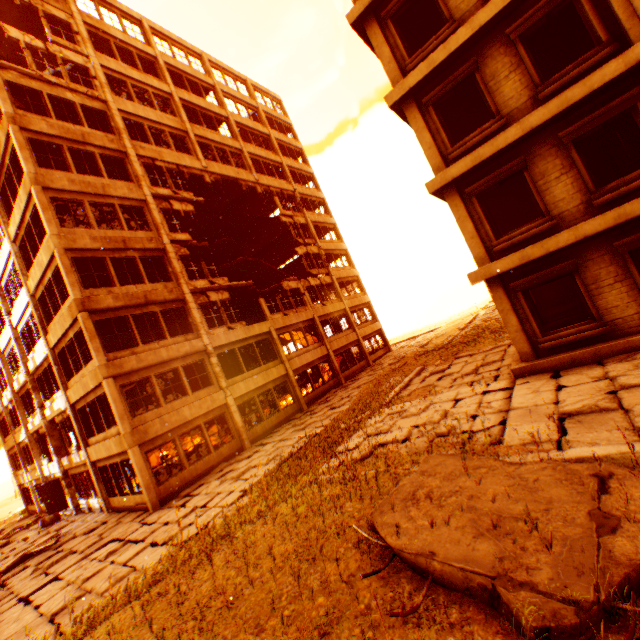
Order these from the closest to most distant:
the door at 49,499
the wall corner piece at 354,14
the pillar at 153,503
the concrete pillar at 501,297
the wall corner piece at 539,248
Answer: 1. the wall corner piece at 539,248
2. the concrete pillar at 501,297
3. the wall corner piece at 354,14
4. the pillar at 153,503
5. the door at 49,499

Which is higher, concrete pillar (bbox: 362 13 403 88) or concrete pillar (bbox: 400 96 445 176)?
concrete pillar (bbox: 362 13 403 88)

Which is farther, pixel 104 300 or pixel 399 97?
pixel 104 300

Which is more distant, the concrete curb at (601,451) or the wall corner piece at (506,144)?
the wall corner piece at (506,144)

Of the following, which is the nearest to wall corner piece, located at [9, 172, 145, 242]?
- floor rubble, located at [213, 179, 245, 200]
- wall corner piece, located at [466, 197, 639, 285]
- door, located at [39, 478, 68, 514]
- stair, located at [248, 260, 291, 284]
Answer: door, located at [39, 478, 68, 514]

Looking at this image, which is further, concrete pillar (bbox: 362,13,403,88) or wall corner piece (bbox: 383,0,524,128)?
concrete pillar (bbox: 362,13,403,88)

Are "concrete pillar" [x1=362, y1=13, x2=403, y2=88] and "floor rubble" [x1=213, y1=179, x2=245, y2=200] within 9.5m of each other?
no

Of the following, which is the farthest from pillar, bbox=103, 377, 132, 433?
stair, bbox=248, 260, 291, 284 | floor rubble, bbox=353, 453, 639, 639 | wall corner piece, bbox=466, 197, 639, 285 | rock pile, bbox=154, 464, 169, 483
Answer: wall corner piece, bbox=466, 197, 639, 285
